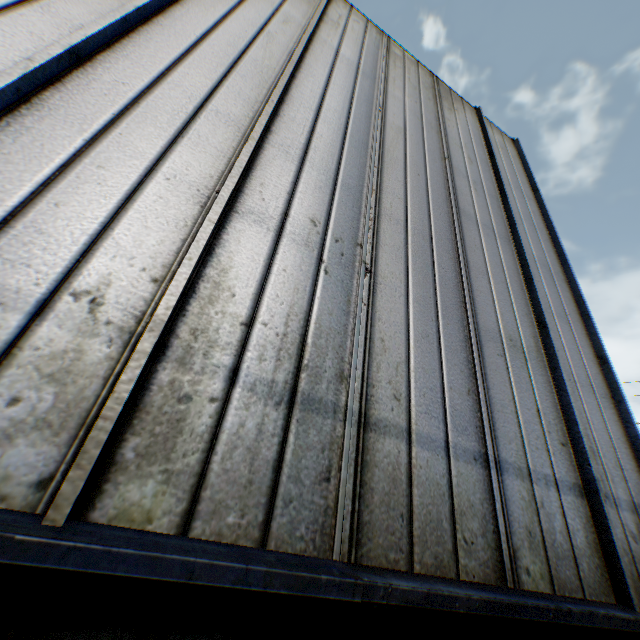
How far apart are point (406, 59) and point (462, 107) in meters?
1.7
